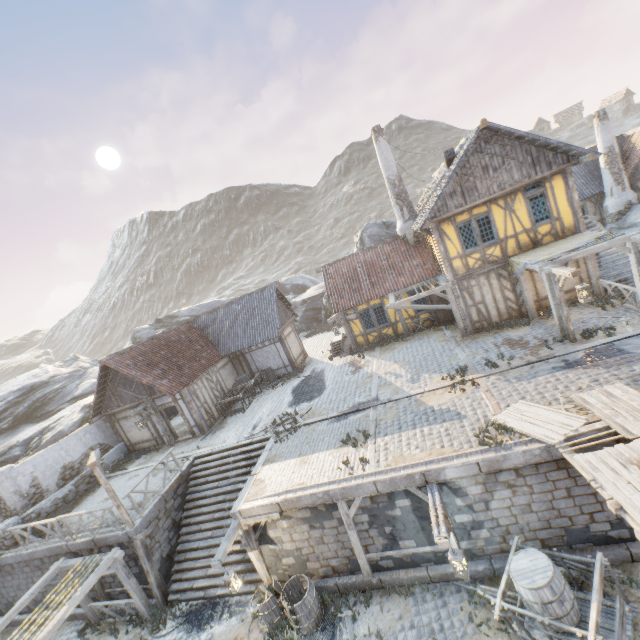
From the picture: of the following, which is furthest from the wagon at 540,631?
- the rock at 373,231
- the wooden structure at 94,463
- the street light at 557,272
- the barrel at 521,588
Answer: the rock at 373,231

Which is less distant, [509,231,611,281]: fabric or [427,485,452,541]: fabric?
[427,485,452,541]: fabric

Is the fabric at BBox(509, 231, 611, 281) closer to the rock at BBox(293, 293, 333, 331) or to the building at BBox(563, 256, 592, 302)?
the building at BBox(563, 256, 592, 302)

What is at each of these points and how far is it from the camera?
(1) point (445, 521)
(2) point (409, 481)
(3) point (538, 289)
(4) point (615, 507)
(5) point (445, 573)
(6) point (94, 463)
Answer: (1) fabric, 7.50m
(2) stone blocks, 8.98m
(3) building, 14.97m
(4) wooden structure, 5.90m
(5) stone blocks, 9.03m
(6) wooden structure, 11.41m

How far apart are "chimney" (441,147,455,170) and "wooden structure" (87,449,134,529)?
19.5m

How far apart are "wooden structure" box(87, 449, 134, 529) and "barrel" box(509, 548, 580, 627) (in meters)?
12.31

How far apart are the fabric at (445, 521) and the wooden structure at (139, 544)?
10.5 meters

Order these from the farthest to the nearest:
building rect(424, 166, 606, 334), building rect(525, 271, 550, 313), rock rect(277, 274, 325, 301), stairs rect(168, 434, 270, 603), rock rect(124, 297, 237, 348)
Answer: rock rect(277, 274, 325, 301), rock rect(124, 297, 237, 348), building rect(525, 271, 550, 313), building rect(424, 166, 606, 334), stairs rect(168, 434, 270, 603)
